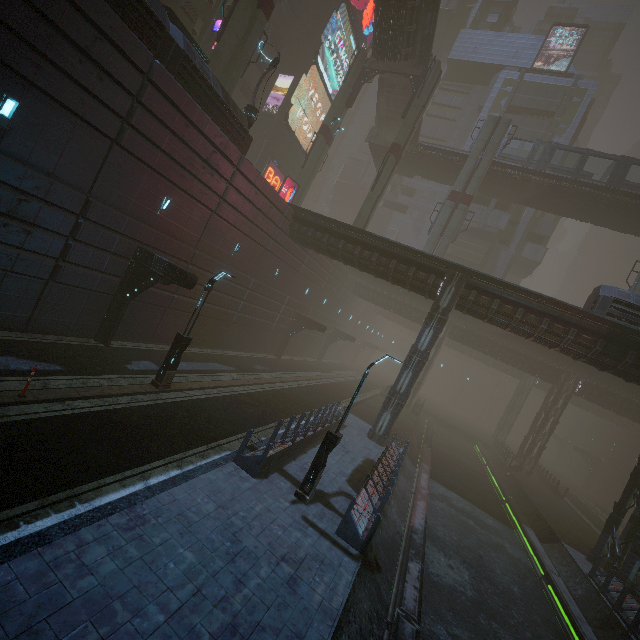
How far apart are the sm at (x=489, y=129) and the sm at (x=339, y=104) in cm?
1210

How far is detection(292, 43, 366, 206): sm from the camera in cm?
3045

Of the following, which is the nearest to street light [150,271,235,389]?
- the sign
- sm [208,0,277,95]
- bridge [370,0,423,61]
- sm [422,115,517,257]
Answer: sm [208,0,277,95]

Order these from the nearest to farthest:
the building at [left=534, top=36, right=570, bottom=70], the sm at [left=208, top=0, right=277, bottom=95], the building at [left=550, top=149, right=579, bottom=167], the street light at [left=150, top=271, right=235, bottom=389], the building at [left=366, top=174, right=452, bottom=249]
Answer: the street light at [left=150, top=271, right=235, bottom=389]
the sm at [left=208, top=0, right=277, bottom=95]
the building at [left=550, top=149, right=579, bottom=167]
the building at [left=534, top=36, right=570, bottom=70]
the building at [left=366, top=174, right=452, bottom=249]

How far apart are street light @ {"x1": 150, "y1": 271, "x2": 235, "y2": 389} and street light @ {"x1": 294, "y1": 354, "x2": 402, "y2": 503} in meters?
6.7 m

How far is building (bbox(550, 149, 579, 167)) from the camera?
41.4 meters

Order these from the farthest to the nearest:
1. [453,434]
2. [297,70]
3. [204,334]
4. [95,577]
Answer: [453,434] → [297,70] → [204,334] → [95,577]

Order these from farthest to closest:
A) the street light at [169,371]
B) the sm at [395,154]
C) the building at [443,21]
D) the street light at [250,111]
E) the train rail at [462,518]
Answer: the building at [443,21] → the sm at [395,154] → the street light at [250,111] → the street light at [169,371] → the train rail at [462,518]
